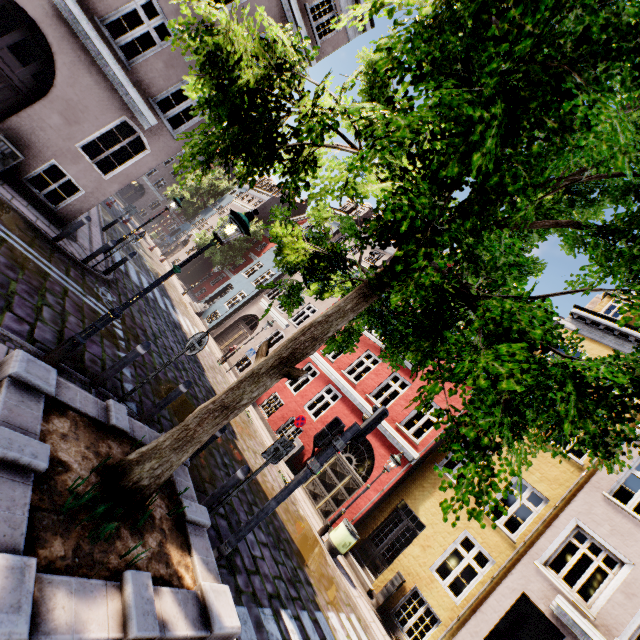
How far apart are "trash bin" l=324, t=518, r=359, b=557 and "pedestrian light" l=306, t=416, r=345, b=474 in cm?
669

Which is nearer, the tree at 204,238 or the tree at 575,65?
the tree at 575,65

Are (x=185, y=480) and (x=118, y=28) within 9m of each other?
no

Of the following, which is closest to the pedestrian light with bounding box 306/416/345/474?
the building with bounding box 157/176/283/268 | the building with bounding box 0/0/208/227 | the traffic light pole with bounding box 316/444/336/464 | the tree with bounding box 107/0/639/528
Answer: the traffic light pole with bounding box 316/444/336/464

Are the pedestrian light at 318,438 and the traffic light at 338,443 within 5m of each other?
yes

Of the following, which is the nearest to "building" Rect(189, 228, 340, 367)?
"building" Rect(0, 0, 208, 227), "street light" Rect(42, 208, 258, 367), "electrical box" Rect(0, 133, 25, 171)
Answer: "building" Rect(0, 0, 208, 227)

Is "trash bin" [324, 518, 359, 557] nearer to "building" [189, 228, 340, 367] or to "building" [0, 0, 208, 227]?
"building" [189, 228, 340, 367]

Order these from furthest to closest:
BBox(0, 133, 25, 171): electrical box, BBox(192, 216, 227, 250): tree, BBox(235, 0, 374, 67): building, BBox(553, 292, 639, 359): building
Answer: BBox(192, 216, 227, 250): tree → BBox(553, 292, 639, 359): building → BBox(235, 0, 374, 67): building → BBox(0, 133, 25, 171): electrical box
